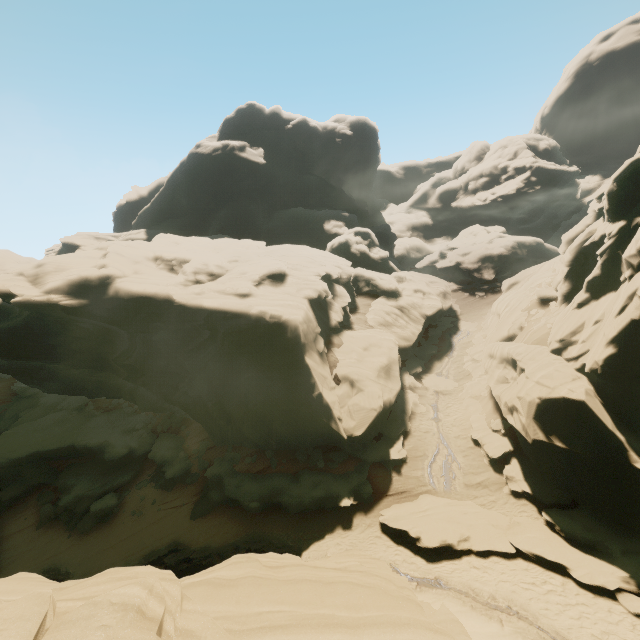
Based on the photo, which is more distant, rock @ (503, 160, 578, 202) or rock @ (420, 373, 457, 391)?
rock @ (503, 160, 578, 202)

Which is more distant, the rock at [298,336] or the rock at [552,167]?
the rock at [552,167]

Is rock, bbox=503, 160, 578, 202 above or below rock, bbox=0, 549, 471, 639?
above

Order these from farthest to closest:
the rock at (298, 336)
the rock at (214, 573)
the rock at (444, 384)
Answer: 1. the rock at (444, 384)
2. the rock at (298, 336)
3. the rock at (214, 573)

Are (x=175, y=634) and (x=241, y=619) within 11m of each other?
yes

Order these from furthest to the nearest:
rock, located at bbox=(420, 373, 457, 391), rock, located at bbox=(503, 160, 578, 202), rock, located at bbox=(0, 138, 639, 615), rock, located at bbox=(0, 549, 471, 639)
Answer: rock, located at bbox=(503, 160, 578, 202), rock, located at bbox=(420, 373, 457, 391), rock, located at bbox=(0, 138, 639, 615), rock, located at bbox=(0, 549, 471, 639)
